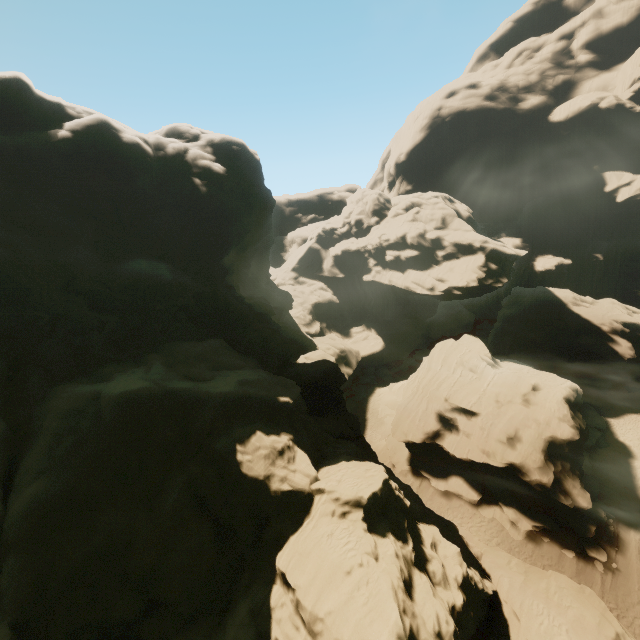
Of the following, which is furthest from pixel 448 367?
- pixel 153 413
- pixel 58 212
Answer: pixel 58 212
